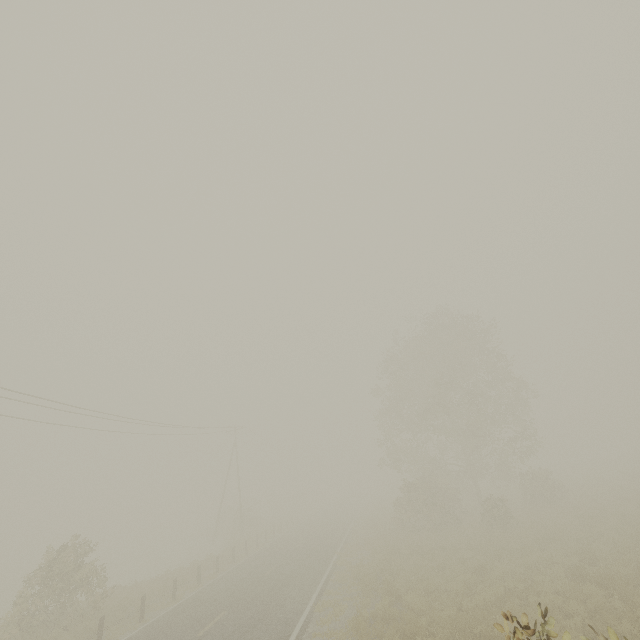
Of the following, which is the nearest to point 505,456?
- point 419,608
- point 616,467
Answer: point 419,608
